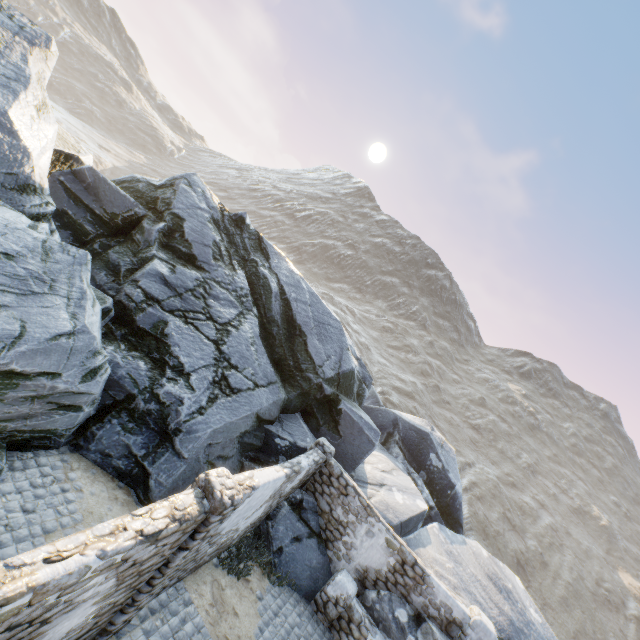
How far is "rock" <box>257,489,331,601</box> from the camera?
9.5 meters

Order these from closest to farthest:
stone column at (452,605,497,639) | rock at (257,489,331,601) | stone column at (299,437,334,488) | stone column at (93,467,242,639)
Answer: stone column at (93,467,242,639) → stone column at (452,605,497,639) → rock at (257,489,331,601) → stone column at (299,437,334,488)

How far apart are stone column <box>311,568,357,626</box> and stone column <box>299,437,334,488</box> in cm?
255

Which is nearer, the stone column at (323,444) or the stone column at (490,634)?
the stone column at (490,634)

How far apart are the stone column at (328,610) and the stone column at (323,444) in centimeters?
255cm

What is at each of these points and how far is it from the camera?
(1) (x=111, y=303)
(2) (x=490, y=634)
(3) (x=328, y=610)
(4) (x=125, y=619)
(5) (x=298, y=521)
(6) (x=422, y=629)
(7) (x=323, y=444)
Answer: (1) rock, 9.4m
(2) stone column, 8.7m
(3) stone column, 9.1m
(4) stone column, 5.4m
(5) rock, 10.2m
(6) rock, 9.0m
(7) stone column, 10.9m

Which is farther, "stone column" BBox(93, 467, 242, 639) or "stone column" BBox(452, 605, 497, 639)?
"stone column" BBox(452, 605, 497, 639)

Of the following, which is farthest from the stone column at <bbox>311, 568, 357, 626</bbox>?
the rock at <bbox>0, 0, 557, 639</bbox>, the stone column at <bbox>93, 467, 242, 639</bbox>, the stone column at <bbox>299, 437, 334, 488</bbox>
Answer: the stone column at <bbox>93, 467, 242, 639</bbox>
